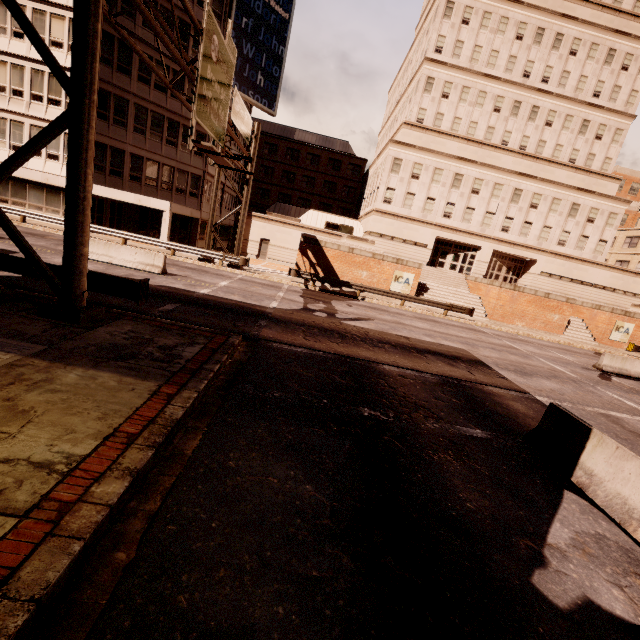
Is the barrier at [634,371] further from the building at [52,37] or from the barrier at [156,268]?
the building at [52,37]

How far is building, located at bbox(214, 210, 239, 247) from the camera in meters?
40.5 m

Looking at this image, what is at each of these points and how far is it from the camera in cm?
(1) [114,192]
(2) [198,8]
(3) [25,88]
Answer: (1) building, 2505
(2) building, 2672
(3) building, 2348

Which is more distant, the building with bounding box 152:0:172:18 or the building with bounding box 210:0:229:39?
the building with bounding box 210:0:229:39

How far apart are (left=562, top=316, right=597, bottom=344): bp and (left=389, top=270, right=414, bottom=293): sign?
14.4 meters

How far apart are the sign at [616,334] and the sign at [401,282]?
18.6 meters

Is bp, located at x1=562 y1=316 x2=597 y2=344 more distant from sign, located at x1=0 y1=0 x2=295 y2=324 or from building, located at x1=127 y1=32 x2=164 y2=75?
building, located at x1=127 y1=32 x2=164 y2=75
